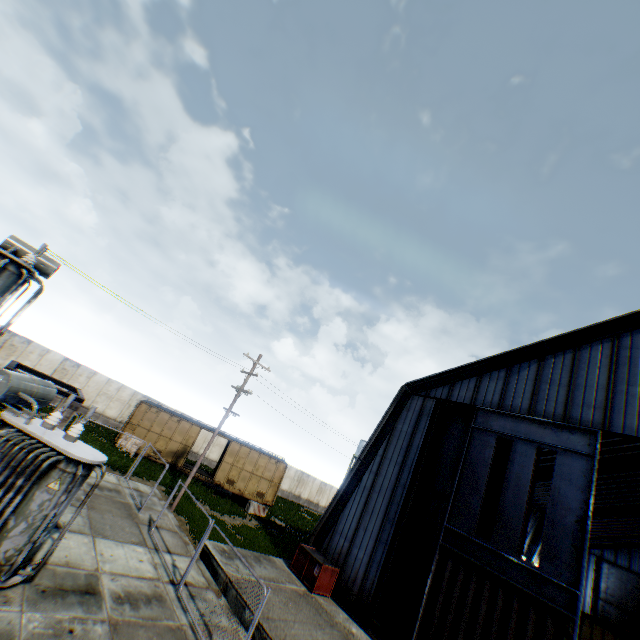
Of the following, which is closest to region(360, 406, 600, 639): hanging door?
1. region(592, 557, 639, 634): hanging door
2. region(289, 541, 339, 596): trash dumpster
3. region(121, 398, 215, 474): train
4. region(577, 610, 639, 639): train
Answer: region(289, 541, 339, 596): trash dumpster

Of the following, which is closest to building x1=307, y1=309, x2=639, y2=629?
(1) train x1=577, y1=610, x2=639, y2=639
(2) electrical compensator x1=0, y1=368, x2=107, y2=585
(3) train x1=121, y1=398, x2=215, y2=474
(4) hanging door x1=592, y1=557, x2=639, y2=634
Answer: (4) hanging door x1=592, y1=557, x2=639, y2=634

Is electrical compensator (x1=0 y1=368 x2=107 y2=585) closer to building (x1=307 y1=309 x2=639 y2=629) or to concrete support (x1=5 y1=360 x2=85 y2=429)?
concrete support (x1=5 y1=360 x2=85 y2=429)

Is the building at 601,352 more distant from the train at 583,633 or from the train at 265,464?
the train at 265,464

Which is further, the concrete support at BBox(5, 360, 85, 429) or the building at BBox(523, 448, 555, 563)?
the building at BBox(523, 448, 555, 563)

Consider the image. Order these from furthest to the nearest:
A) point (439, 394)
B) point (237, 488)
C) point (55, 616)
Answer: point (237, 488) → point (439, 394) → point (55, 616)

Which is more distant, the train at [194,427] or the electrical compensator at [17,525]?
the train at [194,427]

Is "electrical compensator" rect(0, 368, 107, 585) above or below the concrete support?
below
